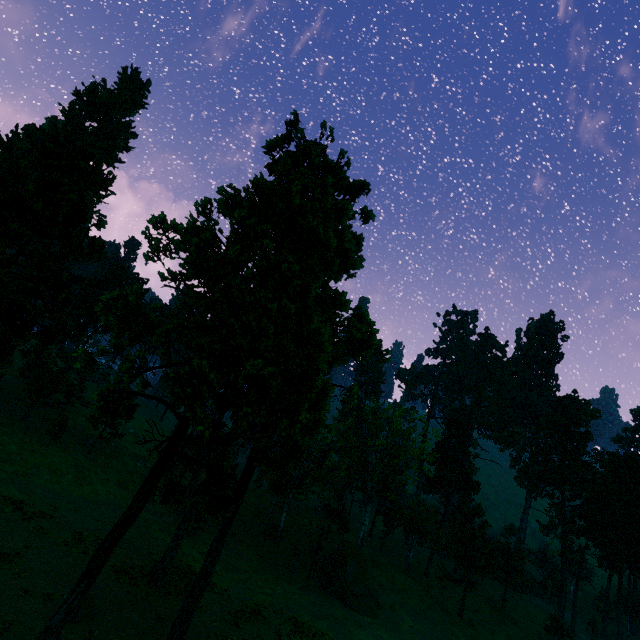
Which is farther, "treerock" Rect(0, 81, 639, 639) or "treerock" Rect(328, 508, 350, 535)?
"treerock" Rect(328, 508, 350, 535)

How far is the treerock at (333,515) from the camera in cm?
4954

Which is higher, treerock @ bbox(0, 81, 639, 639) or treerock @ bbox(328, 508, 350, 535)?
treerock @ bbox(0, 81, 639, 639)

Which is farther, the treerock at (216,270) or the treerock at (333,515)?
the treerock at (333,515)

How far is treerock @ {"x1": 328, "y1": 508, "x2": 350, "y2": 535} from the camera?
49.5m

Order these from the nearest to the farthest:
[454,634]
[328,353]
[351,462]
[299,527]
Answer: [328,353] < [454,634] < [351,462] < [299,527]
